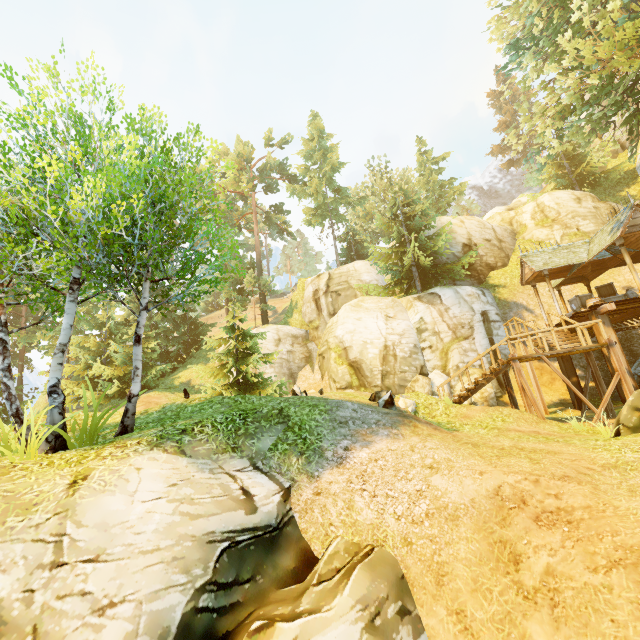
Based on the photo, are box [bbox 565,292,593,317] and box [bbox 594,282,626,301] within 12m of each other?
yes

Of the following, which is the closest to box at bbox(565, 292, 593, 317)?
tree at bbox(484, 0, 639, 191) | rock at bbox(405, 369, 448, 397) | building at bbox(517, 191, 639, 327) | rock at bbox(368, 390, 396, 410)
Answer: building at bbox(517, 191, 639, 327)

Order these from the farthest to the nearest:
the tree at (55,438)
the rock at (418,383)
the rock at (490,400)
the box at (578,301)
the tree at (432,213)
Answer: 1. the rock at (418,383)
2. the box at (578,301)
3. the rock at (490,400)
4. the tree at (432,213)
5. the tree at (55,438)

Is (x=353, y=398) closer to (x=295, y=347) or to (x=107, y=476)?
(x=107, y=476)

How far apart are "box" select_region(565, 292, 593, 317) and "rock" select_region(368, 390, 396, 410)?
12.4 meters

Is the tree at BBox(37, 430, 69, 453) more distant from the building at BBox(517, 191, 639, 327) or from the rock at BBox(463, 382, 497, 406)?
the rock at BBox(463, 382, 497, 406)

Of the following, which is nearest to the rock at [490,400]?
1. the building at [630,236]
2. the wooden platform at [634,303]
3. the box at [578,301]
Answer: the wooden platform at [634,303]

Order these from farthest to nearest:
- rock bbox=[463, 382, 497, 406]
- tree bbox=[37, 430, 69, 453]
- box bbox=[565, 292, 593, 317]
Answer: box bbox=[565, 292, 593, 317]
rock bbox=[463, 382, 497, 406]
tree bbox=[37, 430, 69, 453]
